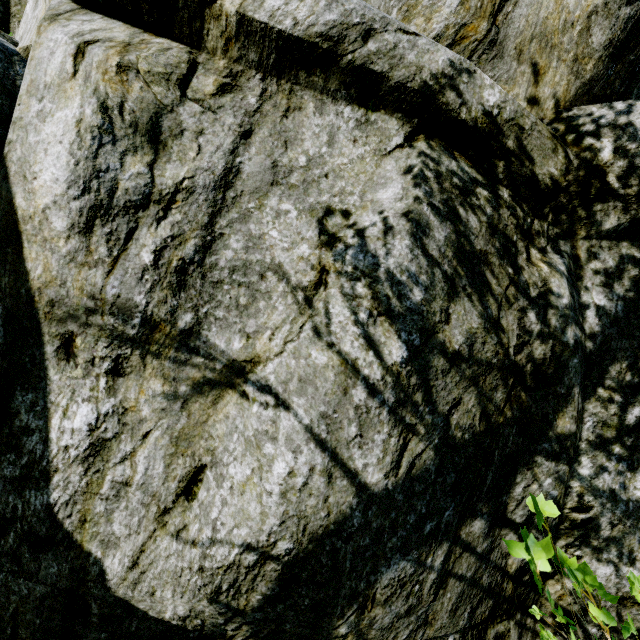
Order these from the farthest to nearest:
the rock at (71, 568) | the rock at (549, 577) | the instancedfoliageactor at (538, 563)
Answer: the rock at (549, 577) → the rock at (71, 568) → the instancedfoliageactor at (538, 563)

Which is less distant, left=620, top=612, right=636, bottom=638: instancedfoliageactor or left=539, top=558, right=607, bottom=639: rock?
left=620, top=612, right=636, bottom=638: instancedfoliageactor

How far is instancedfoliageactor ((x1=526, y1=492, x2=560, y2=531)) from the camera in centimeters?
86cm

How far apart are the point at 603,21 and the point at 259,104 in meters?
3.0 m

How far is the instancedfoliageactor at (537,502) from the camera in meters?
0.9 m

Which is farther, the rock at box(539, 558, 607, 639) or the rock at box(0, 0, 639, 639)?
the rock at box(539, 558, 607, 639)

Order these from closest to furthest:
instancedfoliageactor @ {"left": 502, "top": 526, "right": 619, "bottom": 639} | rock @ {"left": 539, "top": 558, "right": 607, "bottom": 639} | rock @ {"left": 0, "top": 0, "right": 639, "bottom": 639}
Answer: instancedfoliageactor @ {"left": 502, "top": 526, "right": 619, "bottom": 639}
rock @ {"left": 0, "top": 0, "right": 639, "bottom": 639}
rock @ {"left": 539, "top": 558, "right": 607, "bottom": 639}
